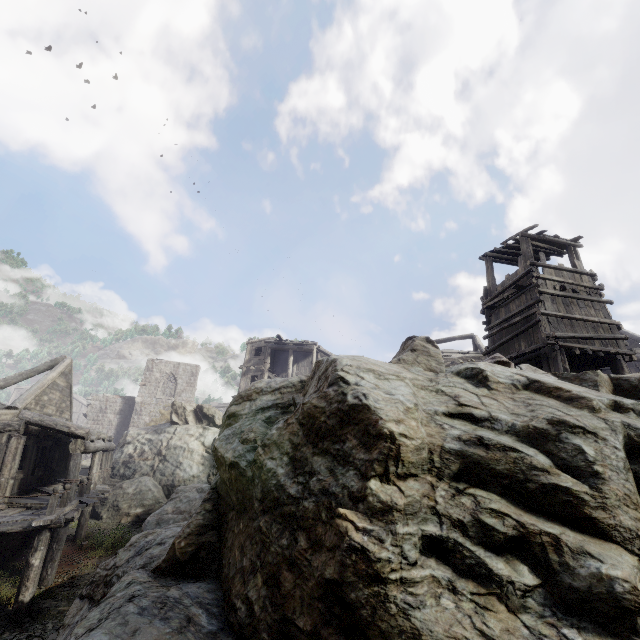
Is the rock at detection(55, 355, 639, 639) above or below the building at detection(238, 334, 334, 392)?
below

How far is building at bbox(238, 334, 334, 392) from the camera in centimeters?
3034cm

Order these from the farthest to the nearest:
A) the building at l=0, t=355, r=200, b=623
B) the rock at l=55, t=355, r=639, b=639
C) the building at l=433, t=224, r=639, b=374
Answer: the building at l=433, t=224, r=639, b=374 → the building at l=0, t=355, r=200, b=623 → the rock at l=55, t=355, r=639, b=639

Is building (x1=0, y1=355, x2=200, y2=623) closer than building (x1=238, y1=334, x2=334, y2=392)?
Yes

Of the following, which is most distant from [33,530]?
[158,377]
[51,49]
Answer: [51,49]

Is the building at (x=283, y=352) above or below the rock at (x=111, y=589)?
above

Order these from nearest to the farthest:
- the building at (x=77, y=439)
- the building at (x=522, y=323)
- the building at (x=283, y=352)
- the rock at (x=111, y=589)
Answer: the rock at (x=111, y=589) → the building at (x=77, y=439) → the building at (x=522, y=323) → the building at (x=283, y=352)
